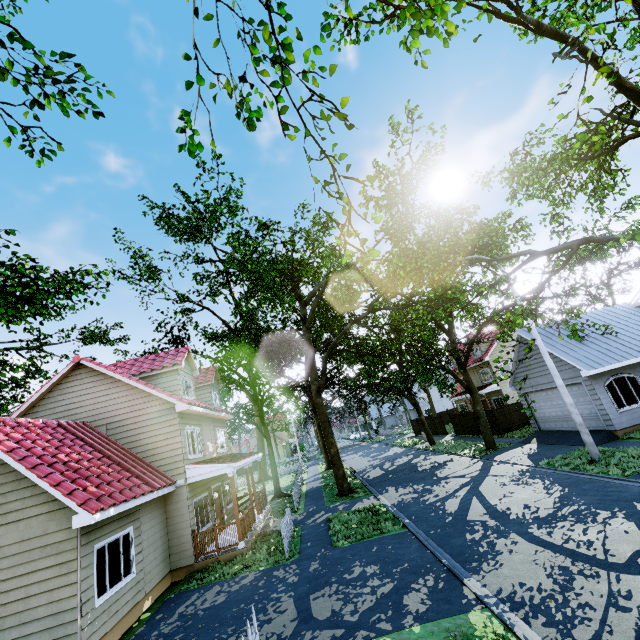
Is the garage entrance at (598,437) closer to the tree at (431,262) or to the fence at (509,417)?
the tree at (431,262)

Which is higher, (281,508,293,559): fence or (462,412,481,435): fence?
(462,412,481,435): fence

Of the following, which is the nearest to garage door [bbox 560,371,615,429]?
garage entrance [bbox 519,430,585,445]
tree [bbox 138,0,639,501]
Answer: garage entrance [bbox 519,430,585,445]

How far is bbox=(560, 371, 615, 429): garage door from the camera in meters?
15.8

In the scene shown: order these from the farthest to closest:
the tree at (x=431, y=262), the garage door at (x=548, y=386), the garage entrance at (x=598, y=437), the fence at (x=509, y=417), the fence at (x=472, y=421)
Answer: the fence at (x=472, y=421), the fence at (x=509, y=417), the garage door at (x=548, y=386), the garage entrance at (x=598, y=437), the tree at (x=431, y=262)

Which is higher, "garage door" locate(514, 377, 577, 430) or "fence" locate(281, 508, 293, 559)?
"garage door" locate(514, 377, 577, 430)

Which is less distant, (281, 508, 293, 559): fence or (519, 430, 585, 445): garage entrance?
(281, 508, 293, 559): fence

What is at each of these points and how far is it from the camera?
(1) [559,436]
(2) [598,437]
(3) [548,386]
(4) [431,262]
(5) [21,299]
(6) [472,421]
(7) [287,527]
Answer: (1) garage entrance, 18.0 meters
(2) garage entrance, 15.5 meters
(3) garage door, 18.9 meters
(4) tree, 10.3 meters
(5) tree, 7.5 meters
(6) fence, 28.9 meters
(7) fence, 13.1 meters
